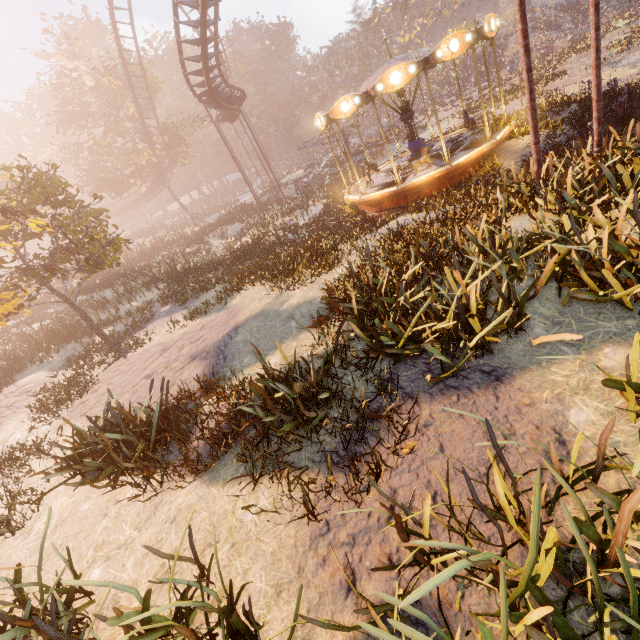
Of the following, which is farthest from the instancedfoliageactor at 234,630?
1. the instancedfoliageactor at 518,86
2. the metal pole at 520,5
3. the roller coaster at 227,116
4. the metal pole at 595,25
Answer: the instancedfoliageactor at 518,86

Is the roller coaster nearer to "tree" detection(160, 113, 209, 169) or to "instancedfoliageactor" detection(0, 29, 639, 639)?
"tree" detection(160, 113, 209, 169)

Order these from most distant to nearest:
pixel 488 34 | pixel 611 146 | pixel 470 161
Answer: pixel 470 161
pixel 488 34
pixel 611 146

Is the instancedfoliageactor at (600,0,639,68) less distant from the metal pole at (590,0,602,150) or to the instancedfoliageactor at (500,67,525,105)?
the instancedfoliageactor at (500,67,525,105)

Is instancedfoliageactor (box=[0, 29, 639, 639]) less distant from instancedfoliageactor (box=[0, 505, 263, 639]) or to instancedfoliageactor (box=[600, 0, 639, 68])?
instancedfoliageactor (box=[0, 505, 263, 639])

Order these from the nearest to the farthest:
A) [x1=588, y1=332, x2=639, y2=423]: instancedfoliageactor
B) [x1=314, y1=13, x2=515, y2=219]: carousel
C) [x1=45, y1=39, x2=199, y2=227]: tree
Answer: [x1=588, y1=332, x2=639, y2=423]: instancedfoliageactor
[x1=314, y1=13, x2=515, y2=219]: carousel
[x1=45, y1=39, x2=199, y2=227]: tree

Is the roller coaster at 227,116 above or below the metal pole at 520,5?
above

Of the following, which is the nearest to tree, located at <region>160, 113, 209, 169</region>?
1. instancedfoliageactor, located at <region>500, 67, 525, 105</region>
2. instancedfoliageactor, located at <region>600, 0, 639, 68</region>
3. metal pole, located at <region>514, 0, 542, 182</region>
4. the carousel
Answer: the carousel
